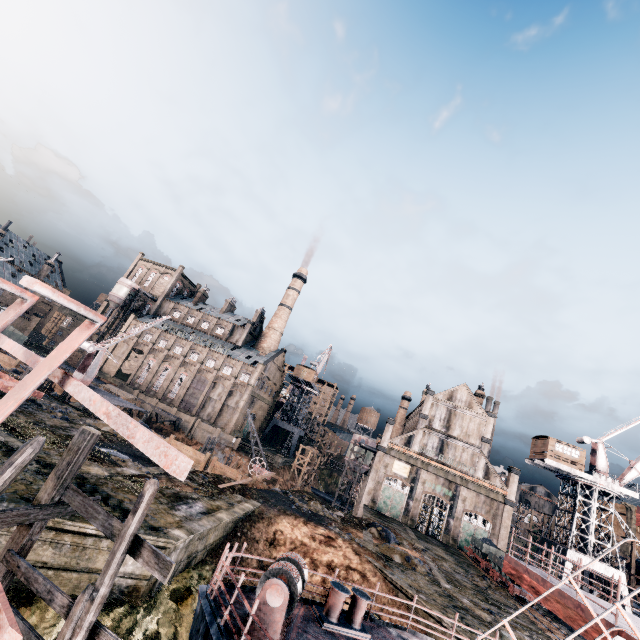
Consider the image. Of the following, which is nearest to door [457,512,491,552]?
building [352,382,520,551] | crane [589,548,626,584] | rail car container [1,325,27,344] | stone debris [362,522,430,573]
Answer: building [352,382,520,551]

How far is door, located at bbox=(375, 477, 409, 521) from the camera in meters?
48.2 m

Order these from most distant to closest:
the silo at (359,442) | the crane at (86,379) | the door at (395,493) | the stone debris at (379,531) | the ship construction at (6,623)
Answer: the silo at (359,442) < the door at (395,493) < the crane at (86,379) < the stone debris at (379,531) < the ship construction at (6,623)

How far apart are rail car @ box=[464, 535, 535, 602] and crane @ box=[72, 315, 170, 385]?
47.8 meters

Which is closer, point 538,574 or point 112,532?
point 112,532

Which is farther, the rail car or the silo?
the silo

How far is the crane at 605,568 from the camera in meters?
36.0 m

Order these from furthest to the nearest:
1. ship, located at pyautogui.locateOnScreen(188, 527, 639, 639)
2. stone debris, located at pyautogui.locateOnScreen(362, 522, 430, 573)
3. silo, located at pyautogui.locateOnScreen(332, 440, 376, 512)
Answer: silo, located at pyautogui.locateOnScreen(332, 440, 376, 512), stone debris, located at pyautogui.locateOnScreen(362, 522, 430, 573), ship, located at pyautogui.locateOnScreen(188, 527, 639, 639)
